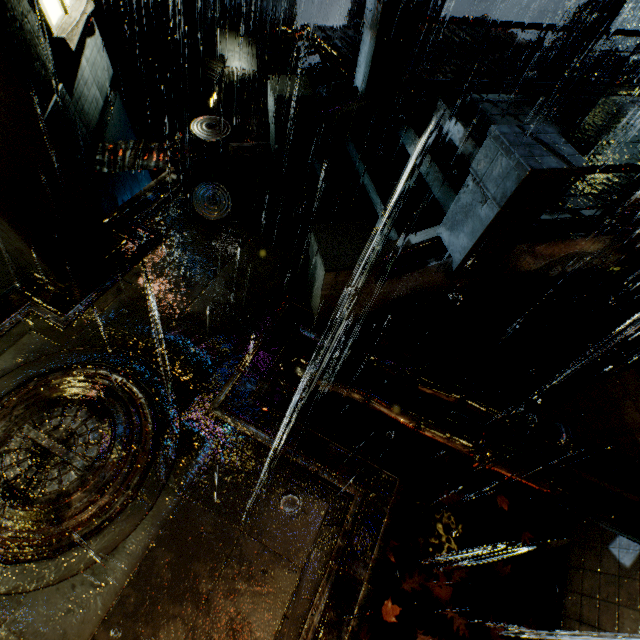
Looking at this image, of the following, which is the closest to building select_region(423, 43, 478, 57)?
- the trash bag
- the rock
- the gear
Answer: the trash bag

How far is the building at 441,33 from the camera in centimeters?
1184cm

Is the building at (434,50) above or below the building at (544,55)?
below

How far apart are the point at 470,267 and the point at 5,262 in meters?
8.5

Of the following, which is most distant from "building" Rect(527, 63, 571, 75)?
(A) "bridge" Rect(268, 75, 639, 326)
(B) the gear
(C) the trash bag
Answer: (B) the gear

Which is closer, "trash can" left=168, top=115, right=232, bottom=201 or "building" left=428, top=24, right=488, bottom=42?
"trash can" left=168, top=115, right=232, bottom=201

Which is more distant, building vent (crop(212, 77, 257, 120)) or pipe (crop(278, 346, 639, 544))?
building vent (crop(212, 77, 257, 120))

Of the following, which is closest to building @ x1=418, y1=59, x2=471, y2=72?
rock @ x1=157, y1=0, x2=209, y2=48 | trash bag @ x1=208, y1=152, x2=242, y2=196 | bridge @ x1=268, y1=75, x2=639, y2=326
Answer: bridge @ x1=268, y1=75, x2=639, y2=326
